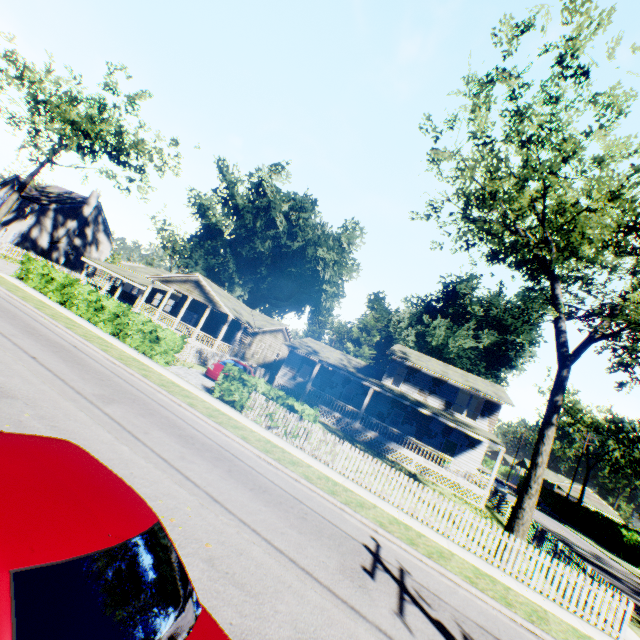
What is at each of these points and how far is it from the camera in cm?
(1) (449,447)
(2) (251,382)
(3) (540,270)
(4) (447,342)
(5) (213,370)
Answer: (1) door, 2800
(2) hedge, 1546
(3) tree, 2005
(4) plant, 4500
(5) car, 1986

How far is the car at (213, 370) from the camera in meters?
19.8

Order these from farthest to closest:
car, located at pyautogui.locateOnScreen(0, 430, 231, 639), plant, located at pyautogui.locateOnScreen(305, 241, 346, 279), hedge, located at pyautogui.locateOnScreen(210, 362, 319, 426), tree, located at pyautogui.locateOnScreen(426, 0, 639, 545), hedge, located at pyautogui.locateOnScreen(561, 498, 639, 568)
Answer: plant, located at pyautogui.locateOnScreen(305, 241, 346, 279), hedge, located at pyautogui.locateOnScreen(561, 498, 639, 568), hedge, located at pyautogui.locateOnScreen(210, 362, 319, 426), tree, located at pyautogui.locateOnScreen(426, 0, 639, 545), car, located at pyautogui.locateOnScreen(0, 430, 231, 639)

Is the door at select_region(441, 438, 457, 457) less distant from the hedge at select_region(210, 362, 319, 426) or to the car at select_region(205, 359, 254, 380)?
the car at select_region(205, 359, 254, 380)

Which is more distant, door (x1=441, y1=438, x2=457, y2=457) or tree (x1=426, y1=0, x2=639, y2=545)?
door (x1=441, y1=438, x2=457, y2=457)

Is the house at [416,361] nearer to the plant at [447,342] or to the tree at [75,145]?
the plant at [447,342]

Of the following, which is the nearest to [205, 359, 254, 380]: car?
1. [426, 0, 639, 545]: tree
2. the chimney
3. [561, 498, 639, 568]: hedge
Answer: [426, 0, 639, 545]: tree

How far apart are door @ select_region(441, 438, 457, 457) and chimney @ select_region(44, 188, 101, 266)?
51.42m
